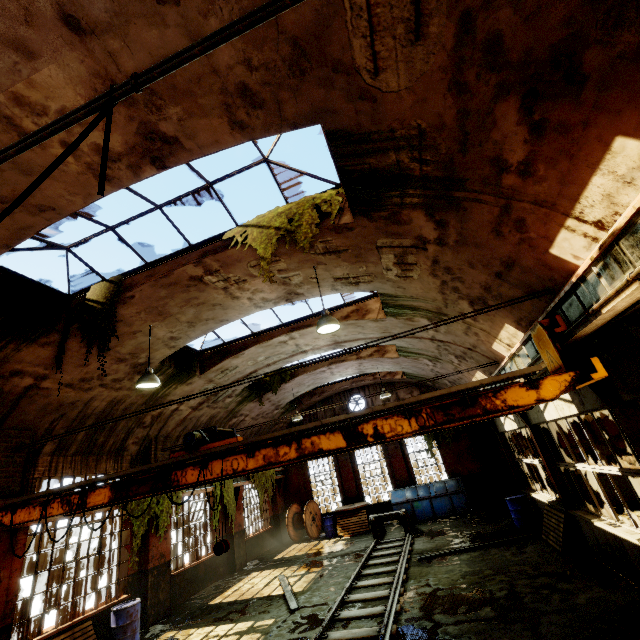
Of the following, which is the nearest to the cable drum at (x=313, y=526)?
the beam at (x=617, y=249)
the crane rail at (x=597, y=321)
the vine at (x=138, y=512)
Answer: the vine at (x=138, y=512)

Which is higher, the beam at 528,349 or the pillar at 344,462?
the beam at 528,349

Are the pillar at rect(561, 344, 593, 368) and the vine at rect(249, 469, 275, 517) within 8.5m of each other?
no

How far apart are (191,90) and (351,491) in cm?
2016

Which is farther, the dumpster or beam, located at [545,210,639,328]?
the dumpster

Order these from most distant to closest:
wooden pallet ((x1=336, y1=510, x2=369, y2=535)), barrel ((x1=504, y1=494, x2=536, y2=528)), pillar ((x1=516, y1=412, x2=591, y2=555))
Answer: wooden pallet ((x1=336, y1=510, x2=369, y2=535))
barrel ((x1=504, y1=494, x2=536, y2=528))
pillar ((x1=516, y1=412, x2=591, y2=555))

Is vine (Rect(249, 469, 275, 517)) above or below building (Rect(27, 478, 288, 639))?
above

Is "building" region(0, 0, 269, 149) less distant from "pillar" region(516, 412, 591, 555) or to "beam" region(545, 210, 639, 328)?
"beam" region(545, 210, 639, 328)
